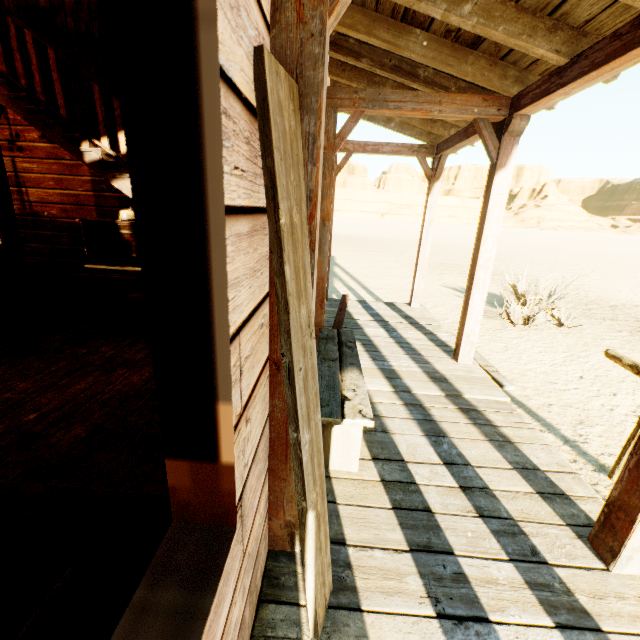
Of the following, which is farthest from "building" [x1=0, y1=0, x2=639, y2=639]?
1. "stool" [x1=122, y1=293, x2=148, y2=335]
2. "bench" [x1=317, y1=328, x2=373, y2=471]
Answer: "stool" [x1=122, y1=293, x2=148, y2=335]

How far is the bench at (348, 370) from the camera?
2.05m

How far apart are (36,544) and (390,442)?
2.1 meters

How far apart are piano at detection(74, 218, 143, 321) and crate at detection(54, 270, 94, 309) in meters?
0.3

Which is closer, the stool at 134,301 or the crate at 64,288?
the stool at 134,301

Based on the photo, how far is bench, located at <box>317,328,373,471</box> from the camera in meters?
2.1

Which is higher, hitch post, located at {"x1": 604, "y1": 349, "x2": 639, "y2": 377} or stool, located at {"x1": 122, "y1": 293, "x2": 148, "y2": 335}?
hitch post, located at {"x1": 604, "y1": 349, "x2": 639, "y2": 377}

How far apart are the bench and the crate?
3.9 meters
